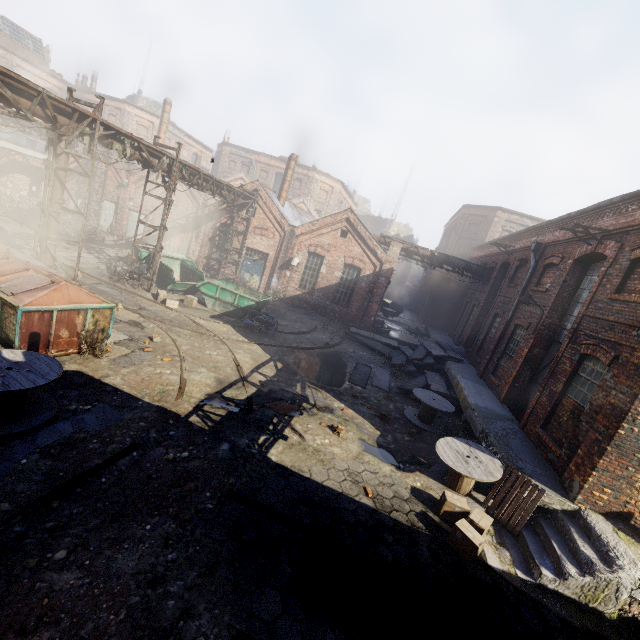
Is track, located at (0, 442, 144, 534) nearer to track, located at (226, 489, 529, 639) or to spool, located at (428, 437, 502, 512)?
track, located at (226, 489, 529, 639)

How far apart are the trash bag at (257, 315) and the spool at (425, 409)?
7.0m

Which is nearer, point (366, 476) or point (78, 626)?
point (78, 626)

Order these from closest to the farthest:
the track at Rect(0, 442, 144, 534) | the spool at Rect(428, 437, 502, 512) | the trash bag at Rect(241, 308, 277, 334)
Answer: the track at Rect(0, 442, 144, 534) < the spool at Rect(428, 437, 502, 512) < the trash bag at Rect(241, 308, 277, 334)

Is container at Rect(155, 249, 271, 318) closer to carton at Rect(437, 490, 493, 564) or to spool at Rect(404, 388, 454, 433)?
spool at Rect(404, 388, 454, 433)

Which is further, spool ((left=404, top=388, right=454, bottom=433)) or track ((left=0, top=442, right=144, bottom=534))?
spool ((left=404, top=388, right=454, bottom=433))

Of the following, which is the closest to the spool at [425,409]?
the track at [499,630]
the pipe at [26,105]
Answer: the track at [499,630]

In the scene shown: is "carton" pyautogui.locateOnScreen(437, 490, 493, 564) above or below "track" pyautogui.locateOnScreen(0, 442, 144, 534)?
above
